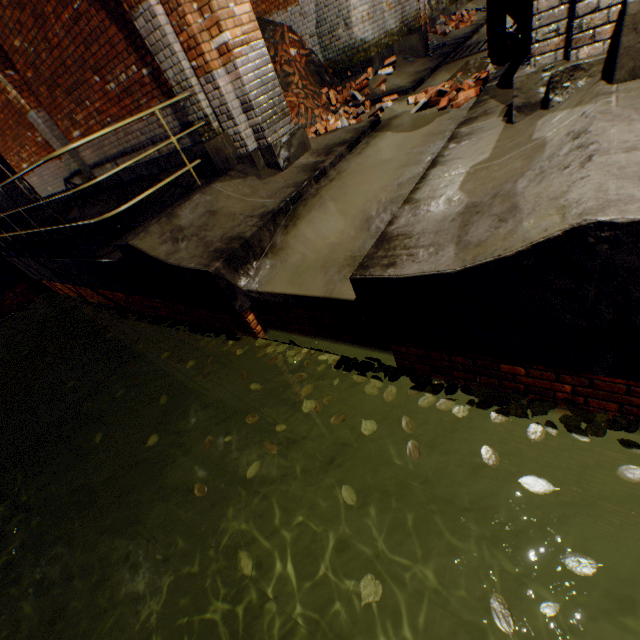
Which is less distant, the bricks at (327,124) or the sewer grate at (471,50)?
the bricks at (327,124)

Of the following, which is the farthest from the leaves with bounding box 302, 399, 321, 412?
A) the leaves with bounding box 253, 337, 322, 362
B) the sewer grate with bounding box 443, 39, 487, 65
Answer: the sewer grate with bounding box 443, 39, 487, 65

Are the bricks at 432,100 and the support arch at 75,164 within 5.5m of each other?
no

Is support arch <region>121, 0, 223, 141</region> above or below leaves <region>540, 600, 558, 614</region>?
above

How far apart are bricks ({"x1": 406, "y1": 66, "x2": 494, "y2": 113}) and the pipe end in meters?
0.2 m

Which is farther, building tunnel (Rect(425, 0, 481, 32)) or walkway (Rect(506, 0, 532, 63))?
building tunnel (Rect(425, 0, 481, 32))

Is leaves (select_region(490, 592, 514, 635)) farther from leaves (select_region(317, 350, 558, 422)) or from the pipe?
the pipe

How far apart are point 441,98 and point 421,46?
4.4 meters
